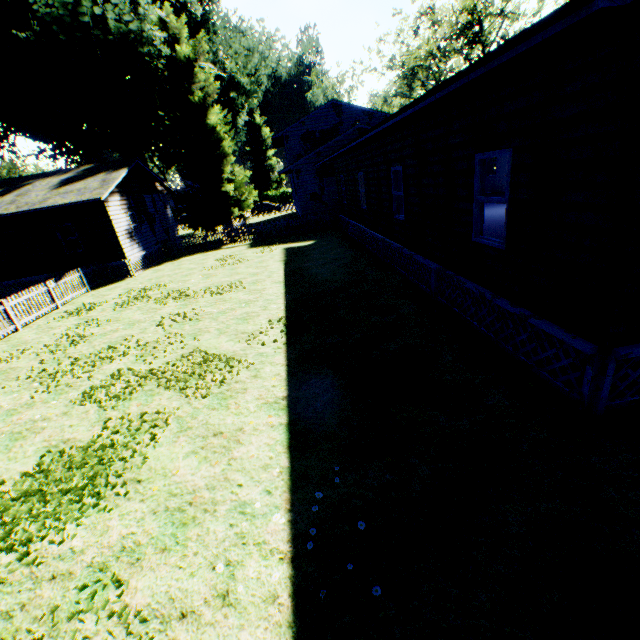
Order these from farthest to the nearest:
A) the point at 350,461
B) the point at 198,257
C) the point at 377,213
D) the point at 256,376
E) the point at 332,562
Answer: the point at 198,257 → the point at 377,213 → the point at 256,376 → the point at 350,461 → the point at 332,562

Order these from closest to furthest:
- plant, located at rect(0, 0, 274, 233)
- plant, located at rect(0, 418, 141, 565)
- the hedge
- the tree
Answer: plant, located at rect(0, 418, 141, 565) → plant, located at rect(0, 0, 274, 233) → the tree → the hedge

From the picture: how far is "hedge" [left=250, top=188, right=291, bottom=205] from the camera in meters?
59.2 m

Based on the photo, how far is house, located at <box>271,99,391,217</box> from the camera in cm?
2380

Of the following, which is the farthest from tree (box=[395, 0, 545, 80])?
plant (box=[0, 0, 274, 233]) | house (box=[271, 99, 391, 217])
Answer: plant (box=[0, 0, 274, 233])

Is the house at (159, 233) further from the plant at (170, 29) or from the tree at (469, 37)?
the tree at (469, 37)

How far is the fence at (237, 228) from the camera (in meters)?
23.92

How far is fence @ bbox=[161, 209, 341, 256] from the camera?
23.9m
